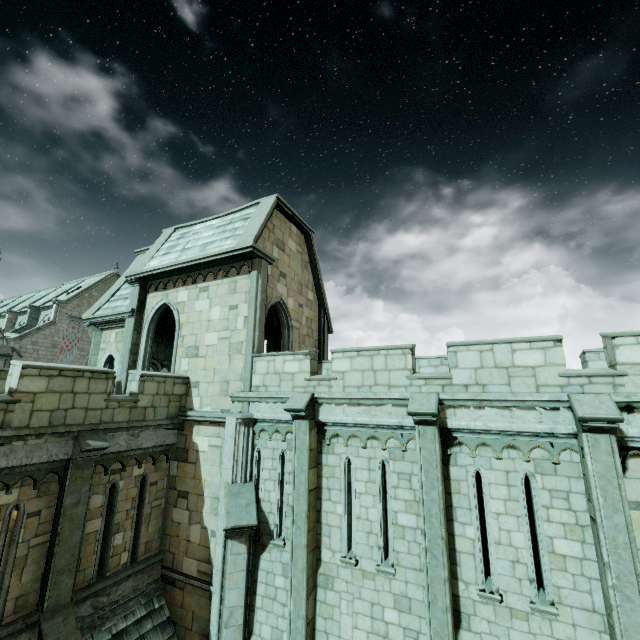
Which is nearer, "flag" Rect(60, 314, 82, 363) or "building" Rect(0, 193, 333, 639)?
"building" Rect(0, 193, 333, 639)

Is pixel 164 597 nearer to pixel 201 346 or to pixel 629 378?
pixel 201 346

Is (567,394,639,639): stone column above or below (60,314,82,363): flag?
below

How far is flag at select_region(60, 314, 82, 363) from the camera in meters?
37.3

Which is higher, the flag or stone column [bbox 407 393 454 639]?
the flag

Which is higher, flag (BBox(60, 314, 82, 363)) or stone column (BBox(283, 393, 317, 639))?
flag (BBox(60, 314, 82, 363))

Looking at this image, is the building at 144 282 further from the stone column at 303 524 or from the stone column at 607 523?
the stone column at 607 523

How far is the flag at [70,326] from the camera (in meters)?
37.28
